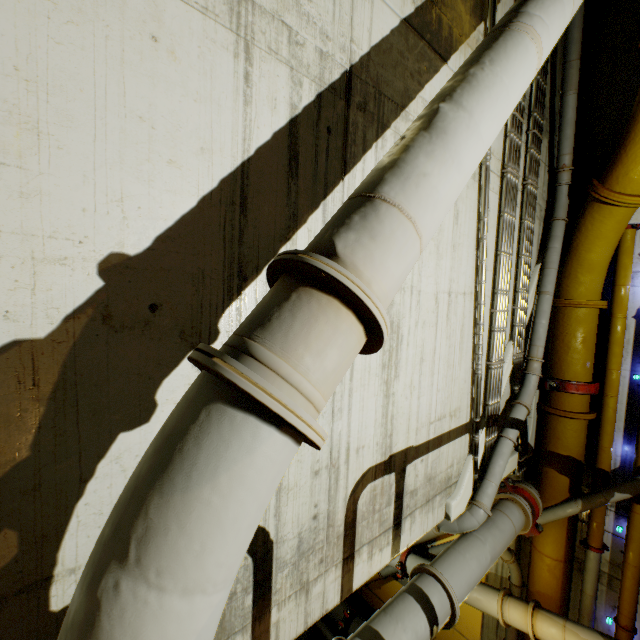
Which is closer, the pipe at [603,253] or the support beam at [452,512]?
the pipe at [603,253]

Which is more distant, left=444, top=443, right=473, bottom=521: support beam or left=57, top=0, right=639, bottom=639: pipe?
left=444, top=443, right=473, bottom=521: support beam

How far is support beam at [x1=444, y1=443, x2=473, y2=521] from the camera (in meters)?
4.66

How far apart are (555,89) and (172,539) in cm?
911

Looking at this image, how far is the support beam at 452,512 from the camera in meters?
4.7 m
